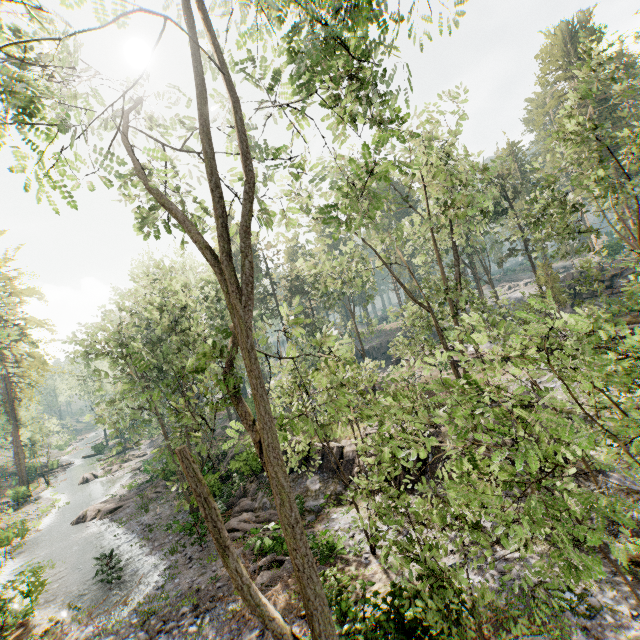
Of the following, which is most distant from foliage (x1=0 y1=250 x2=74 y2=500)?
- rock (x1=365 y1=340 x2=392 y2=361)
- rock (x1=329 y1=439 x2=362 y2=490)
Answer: rock (x1=365 y1=340 x2=392 y2=361)

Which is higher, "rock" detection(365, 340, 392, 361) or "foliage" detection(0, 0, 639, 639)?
"rock" detection(365, 340, 392, 361)

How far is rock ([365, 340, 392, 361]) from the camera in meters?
55.5 m

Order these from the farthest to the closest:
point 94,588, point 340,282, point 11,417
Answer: point 11,417 < point 340,282 < point 94,588

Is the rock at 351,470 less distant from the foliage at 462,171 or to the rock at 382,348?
the foliage at 462,171

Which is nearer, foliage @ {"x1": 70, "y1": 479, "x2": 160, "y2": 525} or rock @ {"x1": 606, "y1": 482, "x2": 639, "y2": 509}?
rock @ {"x1": 606, "y1": 482, "x2": 639, "y2": 509}

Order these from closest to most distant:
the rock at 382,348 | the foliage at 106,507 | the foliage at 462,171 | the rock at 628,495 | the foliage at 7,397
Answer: the foliage at 462,171
the rock at 628,495
the foliage at 106,507
the foliage at 7,397
the rock at 382,348
